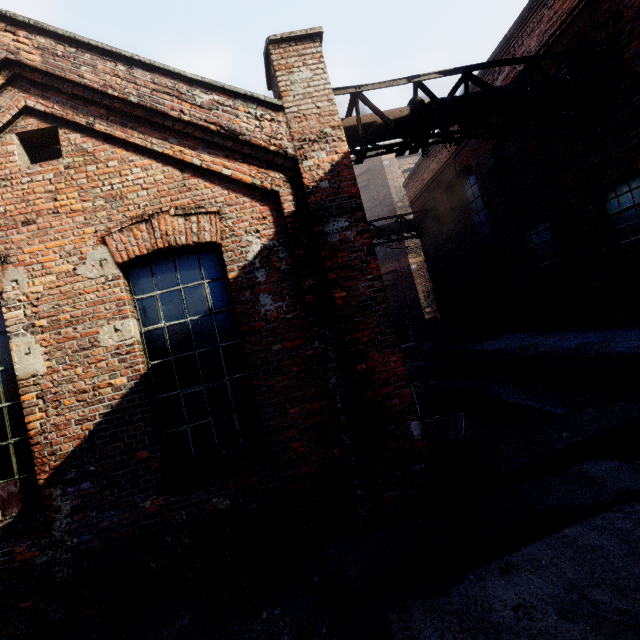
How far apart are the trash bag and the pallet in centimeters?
705cm

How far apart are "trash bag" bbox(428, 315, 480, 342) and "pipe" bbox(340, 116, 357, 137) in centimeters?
706cm

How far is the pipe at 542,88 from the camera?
6.3 meters

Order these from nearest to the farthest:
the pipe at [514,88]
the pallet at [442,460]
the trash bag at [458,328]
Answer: the pallet at [442,460] → the pipe at [514,88] → the trash bag at [458,328]

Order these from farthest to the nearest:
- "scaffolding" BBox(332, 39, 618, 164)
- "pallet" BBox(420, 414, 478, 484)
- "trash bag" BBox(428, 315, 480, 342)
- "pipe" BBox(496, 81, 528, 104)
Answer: "trash bag" BBox(428, 315, 480, 342) → "pipe" BBox(496, 81, 528, 104) → "scaffolding" BBox(332, 39, 618, 164) → "pallet" BBox(420, 414, 478, 484)

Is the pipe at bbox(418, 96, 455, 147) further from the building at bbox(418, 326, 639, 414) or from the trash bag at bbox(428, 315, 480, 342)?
the trash bag at bbox(428, 315, 480, 342)

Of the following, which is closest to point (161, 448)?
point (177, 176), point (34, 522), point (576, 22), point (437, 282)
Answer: point (34, 522)

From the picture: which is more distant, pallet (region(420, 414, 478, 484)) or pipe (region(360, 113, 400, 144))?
pipe (region(360, 113, 400, 144))
